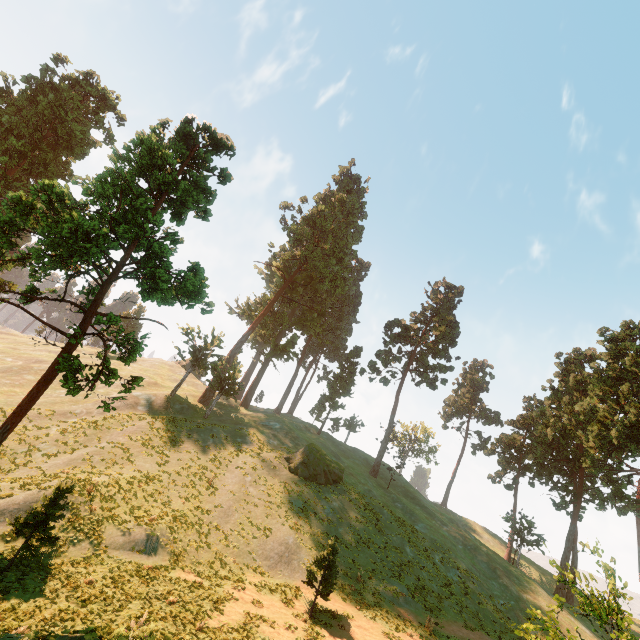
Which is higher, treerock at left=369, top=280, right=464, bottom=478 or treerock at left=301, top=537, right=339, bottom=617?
treerock at left=369, top=280, right=464, bottom=478

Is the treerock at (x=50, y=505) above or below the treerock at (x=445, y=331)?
below

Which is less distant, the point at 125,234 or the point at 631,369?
the point at 125,234

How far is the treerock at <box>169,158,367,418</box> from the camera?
41.7 meters

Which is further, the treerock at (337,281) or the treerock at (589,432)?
the treerock at (337,281)
